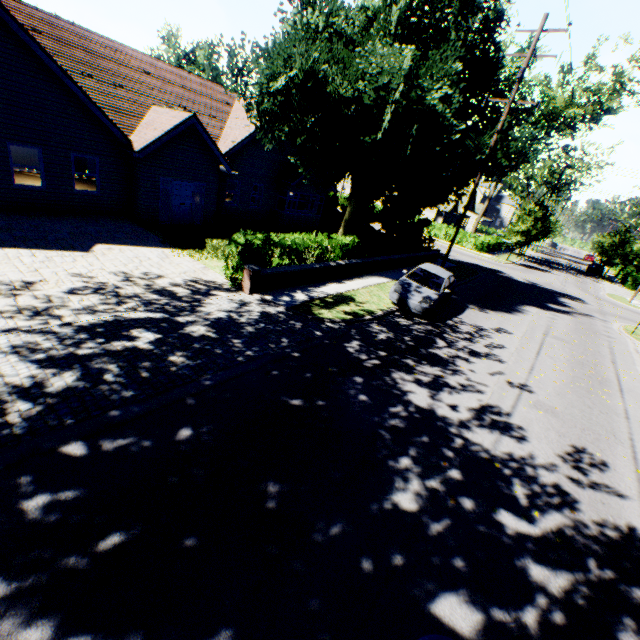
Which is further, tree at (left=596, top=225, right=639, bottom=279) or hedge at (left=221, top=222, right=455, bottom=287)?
tree at (left=596, top=225, right=639, bottom=279)

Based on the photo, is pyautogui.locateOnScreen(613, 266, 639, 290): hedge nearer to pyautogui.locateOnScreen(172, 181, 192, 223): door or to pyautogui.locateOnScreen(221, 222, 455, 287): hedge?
pyautogui.locateOnScreen(221, 222, 455, 287): hedge

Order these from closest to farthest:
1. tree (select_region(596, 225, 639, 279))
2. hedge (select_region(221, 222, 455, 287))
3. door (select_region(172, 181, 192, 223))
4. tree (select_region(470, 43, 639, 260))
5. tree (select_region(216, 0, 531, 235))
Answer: hedge (select_region(221, 222, 455, 287)) < tree (select_region(216, 0, 531, 235)) < tree (select_region(470, 43, 639, 260)) < door (select_region(172, 181, 192, 223)) < tree (select_region(596, 225, 639, 279))

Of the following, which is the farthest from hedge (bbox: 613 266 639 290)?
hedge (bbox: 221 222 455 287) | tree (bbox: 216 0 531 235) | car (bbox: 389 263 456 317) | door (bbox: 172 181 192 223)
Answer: door (bbox: 172 181 192 223)

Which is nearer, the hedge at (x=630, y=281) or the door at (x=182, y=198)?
the door at (x=182, y=198)

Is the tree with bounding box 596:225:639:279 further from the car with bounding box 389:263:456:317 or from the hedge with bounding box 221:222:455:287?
the car with bounding box 389:263:456:317

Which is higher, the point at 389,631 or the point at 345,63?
the point at 345,63

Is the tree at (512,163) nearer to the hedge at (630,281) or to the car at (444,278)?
the hedge at (630,281)
